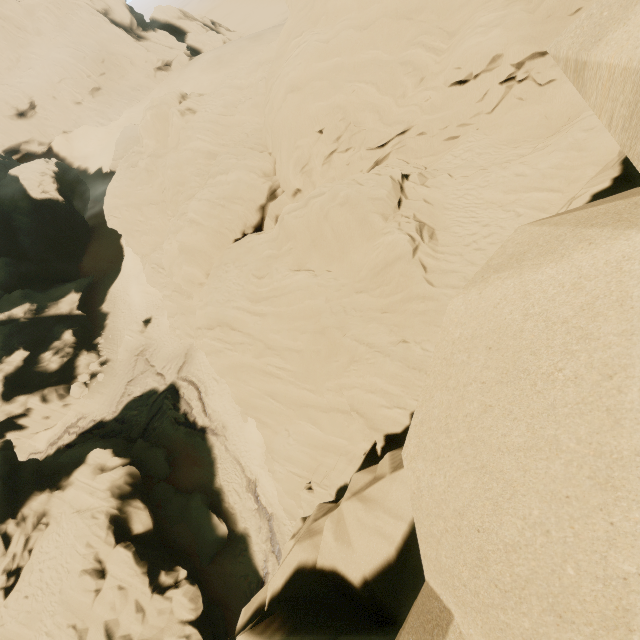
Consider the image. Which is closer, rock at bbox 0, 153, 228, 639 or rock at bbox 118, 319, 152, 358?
rock at bbox 0, 153, 228, 639

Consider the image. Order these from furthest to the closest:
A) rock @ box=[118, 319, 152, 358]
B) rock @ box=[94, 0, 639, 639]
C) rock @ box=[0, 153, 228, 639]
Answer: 1. rock @ box=[118, 319, 152, 358]
2. rock @ box=[0, 153, 228, 639]
3. rock @ box=[94, 0, 639, 639]

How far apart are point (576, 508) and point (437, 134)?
20.54m

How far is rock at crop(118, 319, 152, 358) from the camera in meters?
37.2 m

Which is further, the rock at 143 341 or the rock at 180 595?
the rock at 143 341

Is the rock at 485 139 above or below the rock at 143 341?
above
